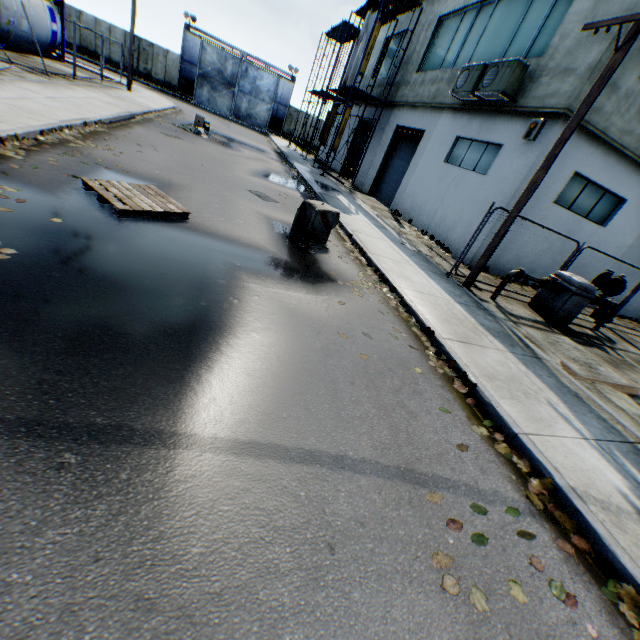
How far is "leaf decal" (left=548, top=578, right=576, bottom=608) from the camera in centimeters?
246cm

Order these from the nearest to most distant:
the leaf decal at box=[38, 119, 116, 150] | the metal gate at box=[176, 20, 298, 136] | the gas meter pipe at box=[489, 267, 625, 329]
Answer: the leaf decal at box=[38, 119, 116, 150] < the gas meter pipe at box=[489, 267, 625, 329] < the metal gate at box=[176, 20, 298, 136]

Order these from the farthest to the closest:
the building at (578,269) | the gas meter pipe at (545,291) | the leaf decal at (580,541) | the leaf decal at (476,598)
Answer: the building at (578,269), the gas meter pipe at (545,291), the leaf decal at (580,541), the leaf decal at (476,598)

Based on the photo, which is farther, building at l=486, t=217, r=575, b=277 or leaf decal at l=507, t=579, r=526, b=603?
building at l=486, t=217, r=575, b=277

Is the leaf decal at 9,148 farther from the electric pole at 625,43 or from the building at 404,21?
the building at 404,21

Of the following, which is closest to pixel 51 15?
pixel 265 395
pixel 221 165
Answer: pixel 221 165

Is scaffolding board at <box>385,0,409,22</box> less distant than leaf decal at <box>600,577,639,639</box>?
No

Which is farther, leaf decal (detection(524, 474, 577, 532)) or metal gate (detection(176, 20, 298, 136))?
metal gate (detection(176, 20, 298, 136))
